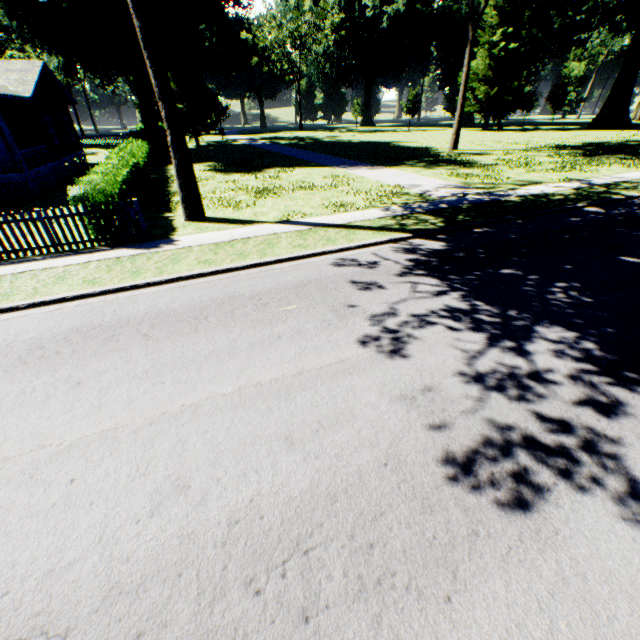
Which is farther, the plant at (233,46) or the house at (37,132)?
the plant at (233,46)

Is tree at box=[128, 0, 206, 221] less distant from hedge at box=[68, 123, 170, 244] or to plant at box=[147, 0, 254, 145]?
→ hedge at box=[68, 123, 170, 244]

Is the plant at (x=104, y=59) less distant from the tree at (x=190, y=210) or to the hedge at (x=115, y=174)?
the tree at (x=190, y=210)

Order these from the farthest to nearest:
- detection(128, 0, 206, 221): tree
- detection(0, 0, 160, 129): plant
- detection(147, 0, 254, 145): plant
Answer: detection(147, 0, 254, 145): plant < detection(0, 0, 160, 129): plant < detection(128, 0, 206, 221): tree

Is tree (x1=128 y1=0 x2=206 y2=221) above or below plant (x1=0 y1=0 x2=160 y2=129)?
below

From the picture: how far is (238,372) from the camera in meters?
5.0

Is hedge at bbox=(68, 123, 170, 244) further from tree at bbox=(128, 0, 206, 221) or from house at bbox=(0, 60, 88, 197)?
house at bbox=(0, 60, 88, 197)

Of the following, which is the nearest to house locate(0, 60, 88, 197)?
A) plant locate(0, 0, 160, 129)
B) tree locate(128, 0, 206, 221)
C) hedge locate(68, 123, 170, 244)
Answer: hedge locate(68, 123, 170, 244)
